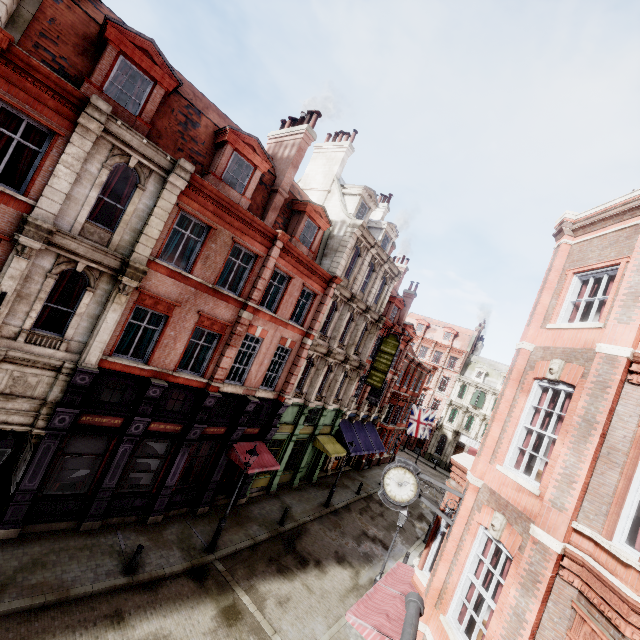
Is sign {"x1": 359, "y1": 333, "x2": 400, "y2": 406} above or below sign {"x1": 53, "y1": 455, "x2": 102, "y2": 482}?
above

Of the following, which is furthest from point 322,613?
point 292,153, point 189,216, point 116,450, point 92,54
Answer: point 92,54

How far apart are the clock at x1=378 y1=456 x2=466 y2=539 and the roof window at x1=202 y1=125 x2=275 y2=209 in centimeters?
1183cm

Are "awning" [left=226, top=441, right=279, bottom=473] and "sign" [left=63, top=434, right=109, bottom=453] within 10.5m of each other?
yes

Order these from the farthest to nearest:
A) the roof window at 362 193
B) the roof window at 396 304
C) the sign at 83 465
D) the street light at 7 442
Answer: the roof window at 396 304, the roof window at 362 193, the sign at 83 465, the street light at 7 442

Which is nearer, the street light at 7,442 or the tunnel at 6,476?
the street light at 7,442

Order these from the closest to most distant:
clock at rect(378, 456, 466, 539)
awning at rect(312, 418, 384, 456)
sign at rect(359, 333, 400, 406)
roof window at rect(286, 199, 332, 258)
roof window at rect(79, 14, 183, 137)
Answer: clock at rect(378, 456, 466, 539) < roof window at rect(79, 14, 183, 137) < roof window at rect(286, 199, 332, 258) < awning at rect(312, 418, 384, 456) < sign at rect(359, 333, 400, 406)

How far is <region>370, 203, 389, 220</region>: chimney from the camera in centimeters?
2847cm
